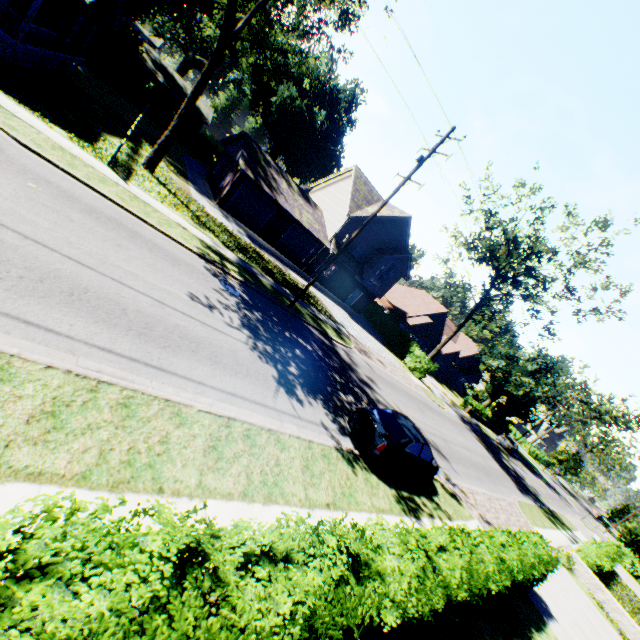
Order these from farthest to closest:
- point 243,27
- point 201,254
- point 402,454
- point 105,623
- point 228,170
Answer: point 228,170, point 243,27, point 201,254, point 402,454, point 105,623

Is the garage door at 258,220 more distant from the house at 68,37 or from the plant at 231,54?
the plant at 231,54

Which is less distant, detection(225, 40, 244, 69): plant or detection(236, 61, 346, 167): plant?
detection(225, 40, 244, 69): plant

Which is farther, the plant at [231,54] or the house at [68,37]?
the plant at [231,54]

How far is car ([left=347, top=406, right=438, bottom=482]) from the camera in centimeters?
1016cm

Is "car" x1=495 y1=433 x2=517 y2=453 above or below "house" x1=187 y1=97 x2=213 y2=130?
below

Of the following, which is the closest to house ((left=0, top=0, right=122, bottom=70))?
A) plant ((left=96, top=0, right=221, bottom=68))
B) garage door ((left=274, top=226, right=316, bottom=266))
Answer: plant ((left=96, top=0, right=221, bottom=68))

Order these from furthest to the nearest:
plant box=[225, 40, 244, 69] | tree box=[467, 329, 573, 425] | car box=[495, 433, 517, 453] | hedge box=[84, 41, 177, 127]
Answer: plant box=[225, 40, 244, 69], tree box=[467, 329, 573, 425], car box=[495, 433, 517, 453], hedge box=[84, 41, 177, 127]
